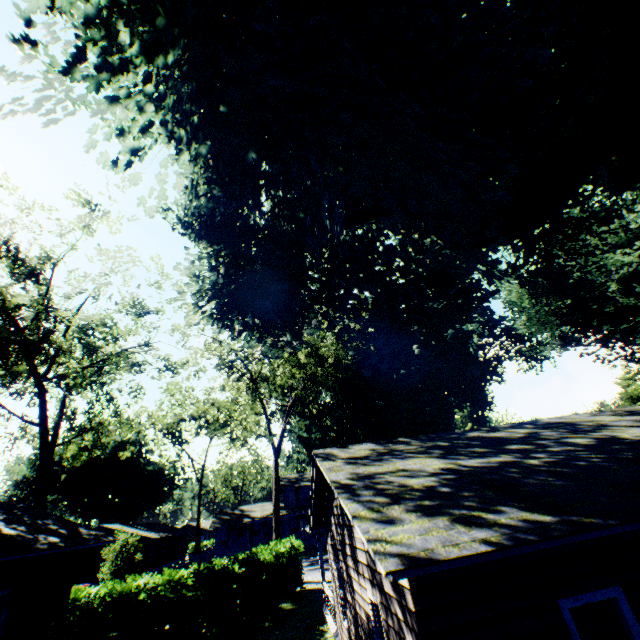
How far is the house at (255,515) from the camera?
44.6 meters

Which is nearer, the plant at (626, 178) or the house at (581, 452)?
the house at (581, 452)

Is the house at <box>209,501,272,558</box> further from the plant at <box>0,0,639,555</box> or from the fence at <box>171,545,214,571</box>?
the plant at <box>0,0,639,555</box>

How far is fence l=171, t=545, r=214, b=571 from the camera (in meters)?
34.47

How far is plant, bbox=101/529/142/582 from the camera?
22.92m

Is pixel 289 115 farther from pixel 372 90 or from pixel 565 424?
pixel 565 424

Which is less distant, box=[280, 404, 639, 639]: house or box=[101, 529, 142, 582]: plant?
box=[280, 404, 639, 639]: house

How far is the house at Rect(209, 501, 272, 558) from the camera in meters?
44.6
